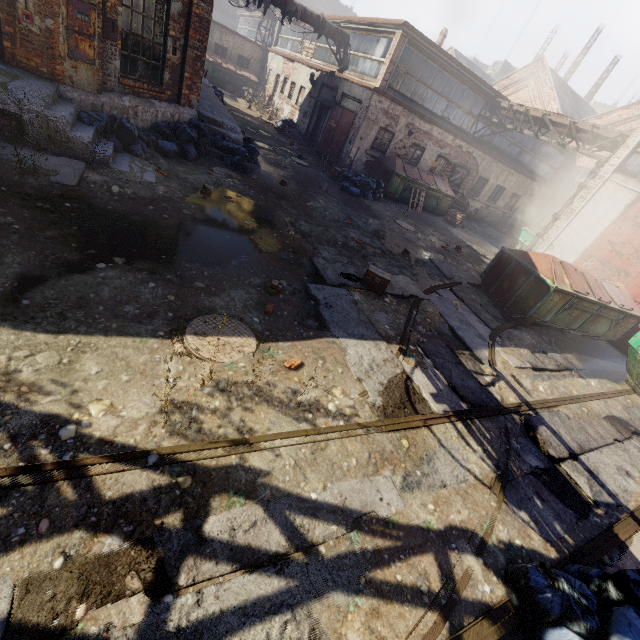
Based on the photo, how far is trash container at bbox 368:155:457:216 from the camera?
15.34m

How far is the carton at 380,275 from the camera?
6.52m

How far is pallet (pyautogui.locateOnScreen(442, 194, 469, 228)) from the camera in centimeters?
1736cm

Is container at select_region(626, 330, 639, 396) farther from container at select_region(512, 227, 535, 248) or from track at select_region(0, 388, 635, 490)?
container at select_region(512, 227, 535, 248)

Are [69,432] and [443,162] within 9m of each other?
no

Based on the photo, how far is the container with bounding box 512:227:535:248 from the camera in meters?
17.7

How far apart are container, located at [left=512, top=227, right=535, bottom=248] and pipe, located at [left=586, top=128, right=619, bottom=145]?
4.46m

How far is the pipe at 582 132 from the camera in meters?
13.3 m
